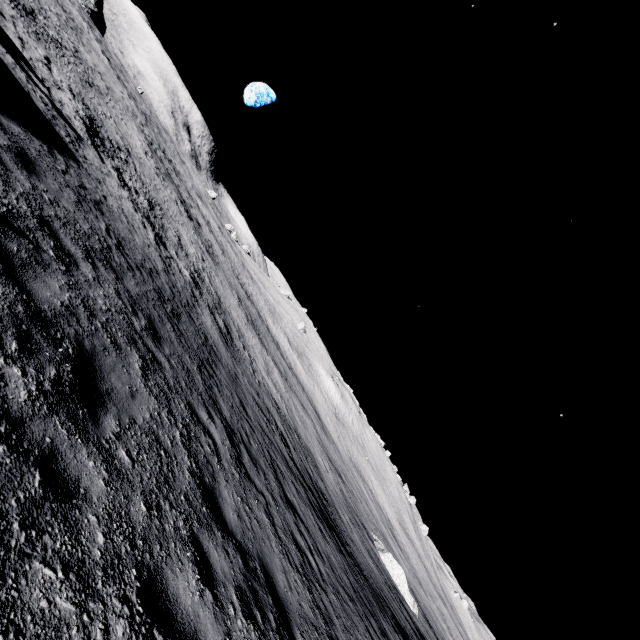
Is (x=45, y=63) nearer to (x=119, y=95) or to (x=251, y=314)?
(x=251, y=314)

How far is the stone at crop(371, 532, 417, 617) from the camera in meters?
26.9 m

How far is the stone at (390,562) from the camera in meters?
26.9 m
